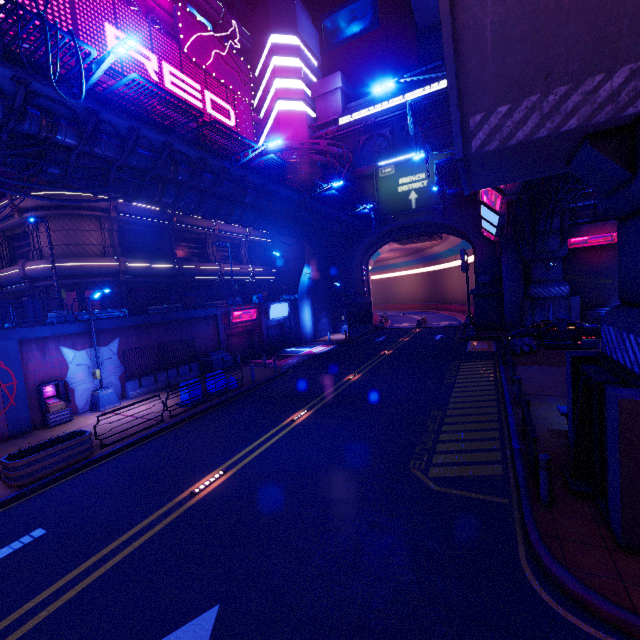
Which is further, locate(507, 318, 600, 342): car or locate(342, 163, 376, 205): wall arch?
locate(342, 163, 376, 205): wall arch

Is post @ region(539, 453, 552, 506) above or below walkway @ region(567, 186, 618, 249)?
below

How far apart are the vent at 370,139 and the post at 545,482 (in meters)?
36.64

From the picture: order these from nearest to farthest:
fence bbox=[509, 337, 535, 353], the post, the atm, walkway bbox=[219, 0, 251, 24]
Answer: the post < the atm < fence bbox=[509, 337, 535, 353] < walkway bbox=[219, 0, 251, 24]

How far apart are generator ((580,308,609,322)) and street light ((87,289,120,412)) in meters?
35.6

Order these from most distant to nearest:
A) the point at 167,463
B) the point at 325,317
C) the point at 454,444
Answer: the point at 325,317 → the point at 167,463 → the point at 454,444

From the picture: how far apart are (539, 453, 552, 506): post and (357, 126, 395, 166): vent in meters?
36.6

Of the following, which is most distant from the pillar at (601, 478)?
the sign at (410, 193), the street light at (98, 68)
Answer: the sign at (410, 193)
